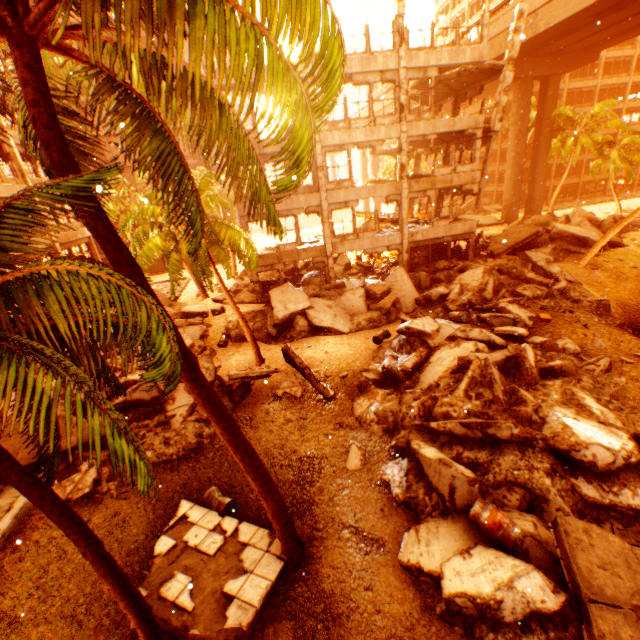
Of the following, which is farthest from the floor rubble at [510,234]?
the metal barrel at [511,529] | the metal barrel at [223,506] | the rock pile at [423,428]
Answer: the metal barrel at [223,506]

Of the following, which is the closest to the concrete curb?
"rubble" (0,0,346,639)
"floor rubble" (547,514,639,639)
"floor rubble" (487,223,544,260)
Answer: "rubble" (0,0,346,639)

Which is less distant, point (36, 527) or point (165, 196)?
point (36, 527)

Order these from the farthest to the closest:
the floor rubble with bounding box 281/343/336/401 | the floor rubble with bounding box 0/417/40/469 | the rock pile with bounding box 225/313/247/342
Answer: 1. the rock pile with bounding box 225/313/247/342
2. the floor rubble with bounding box 281/343/336/401
3. the floor rubble with bounding box 0/417/40/469

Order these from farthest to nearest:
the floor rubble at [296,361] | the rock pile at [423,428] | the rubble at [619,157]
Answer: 1. the rubble at [619,157]
2. the floor rubble at [296,361]
3. the rock pile at [423,428]

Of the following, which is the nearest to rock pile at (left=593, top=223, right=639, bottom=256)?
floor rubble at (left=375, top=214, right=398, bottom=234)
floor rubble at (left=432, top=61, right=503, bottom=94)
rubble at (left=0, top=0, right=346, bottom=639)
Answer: rubble at (left=0, top=0, right=346, bottom=639)

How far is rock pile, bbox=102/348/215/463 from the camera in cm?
1158
